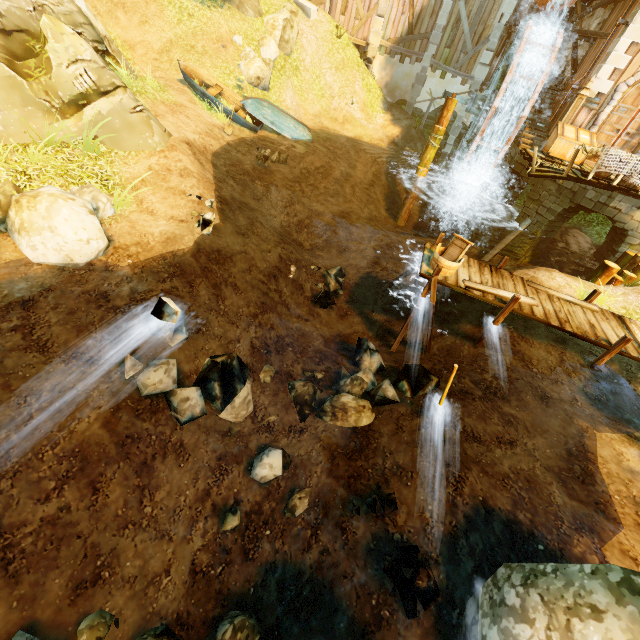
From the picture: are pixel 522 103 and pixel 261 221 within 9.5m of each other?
no

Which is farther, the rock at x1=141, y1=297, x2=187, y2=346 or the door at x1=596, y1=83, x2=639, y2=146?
the door at x1=596, y1=83, x2=639, y2=146

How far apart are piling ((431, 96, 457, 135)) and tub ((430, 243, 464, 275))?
9.6 meters

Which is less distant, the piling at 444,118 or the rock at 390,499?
the rock at 390,499

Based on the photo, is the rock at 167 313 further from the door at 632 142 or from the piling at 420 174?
the door at 632 142

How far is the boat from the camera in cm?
1359

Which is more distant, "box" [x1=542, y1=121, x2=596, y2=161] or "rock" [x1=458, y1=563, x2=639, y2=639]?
"box" [x1=542, y1=121, x2=596, y2=161]

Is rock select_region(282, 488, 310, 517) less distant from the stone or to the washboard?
the washboard
